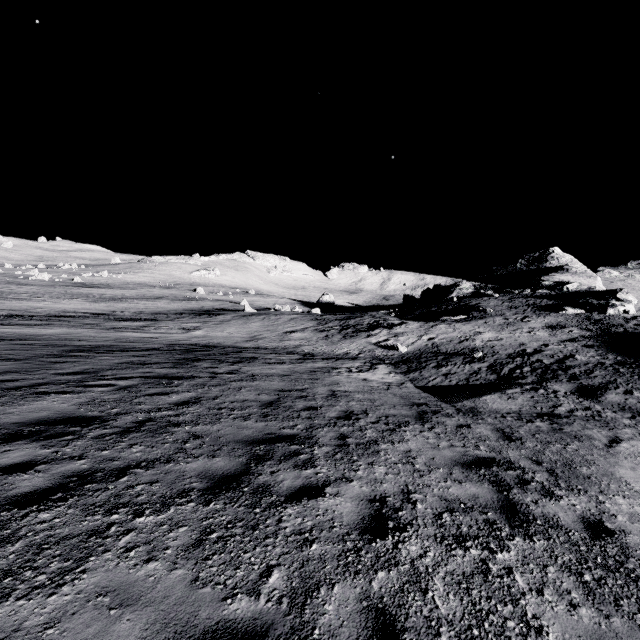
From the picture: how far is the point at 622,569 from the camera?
3.7m
